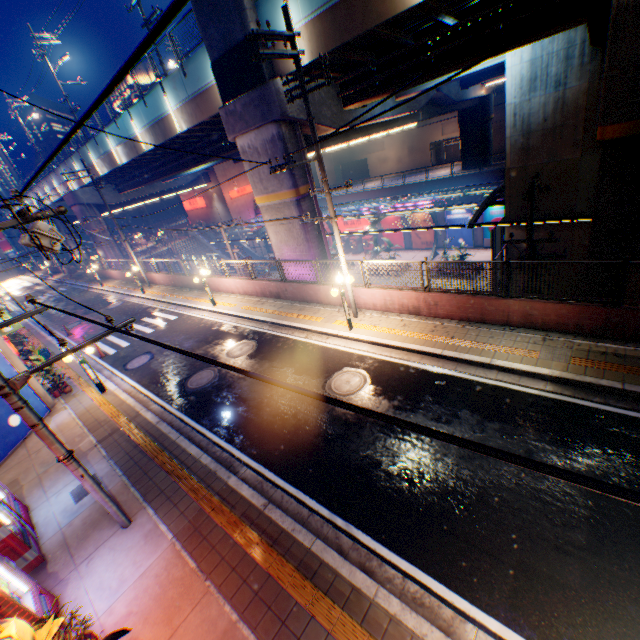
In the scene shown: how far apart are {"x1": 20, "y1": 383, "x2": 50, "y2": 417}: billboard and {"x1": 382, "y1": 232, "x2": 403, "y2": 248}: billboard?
33.4m

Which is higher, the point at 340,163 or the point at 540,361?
the point at 340,163

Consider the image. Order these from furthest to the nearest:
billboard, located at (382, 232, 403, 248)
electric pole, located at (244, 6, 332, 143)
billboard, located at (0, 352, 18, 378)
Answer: billboard, located at (382, 232, 403, 248) < billboard, located at (0, 352, 18, 378) < electric pole, located at (244, 6, 332, 143)

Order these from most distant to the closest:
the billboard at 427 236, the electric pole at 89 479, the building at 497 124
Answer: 1. the building at 497 124
2. the billboard at 427 236
3. the electric pole at 89 479

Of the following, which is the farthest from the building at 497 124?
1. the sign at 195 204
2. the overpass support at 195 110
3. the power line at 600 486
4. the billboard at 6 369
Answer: the billboard at 6 369

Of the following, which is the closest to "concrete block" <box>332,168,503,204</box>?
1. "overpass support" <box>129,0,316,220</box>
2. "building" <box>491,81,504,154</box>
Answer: "overpass support" <box>129,0,316,220</box>

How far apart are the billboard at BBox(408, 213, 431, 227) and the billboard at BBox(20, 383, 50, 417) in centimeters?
3336cm
